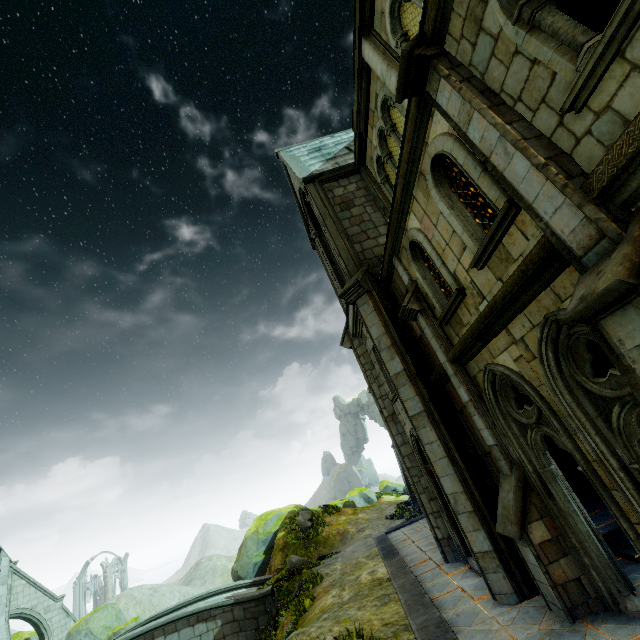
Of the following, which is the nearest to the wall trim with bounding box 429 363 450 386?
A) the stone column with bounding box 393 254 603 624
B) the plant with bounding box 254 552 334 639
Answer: the stone column with bounding box 393 254 603 624

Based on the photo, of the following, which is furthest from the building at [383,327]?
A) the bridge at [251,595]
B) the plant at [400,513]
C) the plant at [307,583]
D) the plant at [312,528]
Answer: the plant at [312,528]

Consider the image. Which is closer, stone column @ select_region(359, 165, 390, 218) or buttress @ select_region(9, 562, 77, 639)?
stone column @ select_region(359, 165, 390, 218)

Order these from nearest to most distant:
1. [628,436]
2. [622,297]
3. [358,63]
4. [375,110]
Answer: [622,297]
[628,436]
[358,63]
[375,110]

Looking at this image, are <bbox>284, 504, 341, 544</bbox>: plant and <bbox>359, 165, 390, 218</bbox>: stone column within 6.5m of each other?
no

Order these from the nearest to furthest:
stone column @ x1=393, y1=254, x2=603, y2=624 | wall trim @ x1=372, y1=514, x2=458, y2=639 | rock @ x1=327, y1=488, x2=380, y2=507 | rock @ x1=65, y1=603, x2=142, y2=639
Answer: stone column @ x1=393, y1=254, x2=603, y2=624 → wall trim @ x1=372, y1=514, x2=458, y2=639 → rock @ x1=65, y1=603, x2=142, y2=639 → rock @ x1=327, y1=488, x2=380, y2=507

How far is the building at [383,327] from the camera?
7.37m

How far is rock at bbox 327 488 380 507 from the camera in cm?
2895
